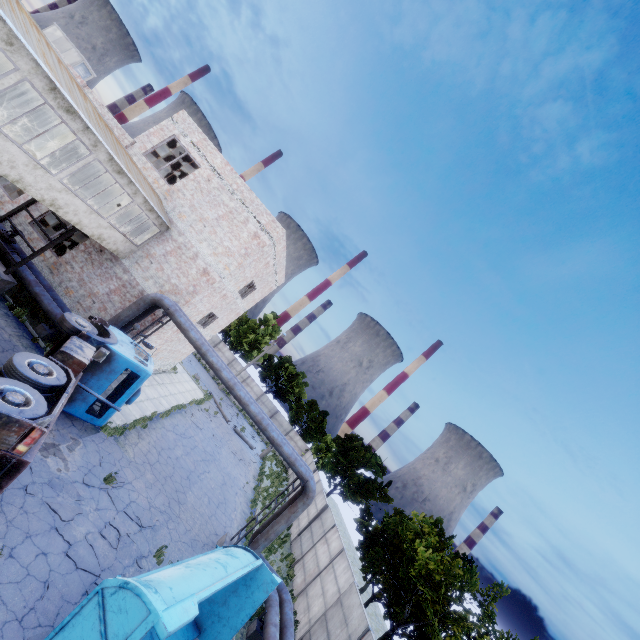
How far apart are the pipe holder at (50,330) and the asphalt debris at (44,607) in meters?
10.3

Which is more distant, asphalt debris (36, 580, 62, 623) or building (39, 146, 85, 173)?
building (39, 146, 85, 173)

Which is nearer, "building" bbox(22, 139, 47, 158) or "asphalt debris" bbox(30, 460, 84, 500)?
"asphalt debris" bbox(30, 460, 84, 500)

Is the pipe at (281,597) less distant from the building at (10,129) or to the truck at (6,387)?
A: the building at (10,129)

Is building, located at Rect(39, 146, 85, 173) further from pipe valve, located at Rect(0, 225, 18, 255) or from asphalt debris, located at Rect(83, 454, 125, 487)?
asphalt debris, located at Rect(83, 454, 125, 487)

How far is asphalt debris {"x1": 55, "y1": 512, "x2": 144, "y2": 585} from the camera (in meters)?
8.66

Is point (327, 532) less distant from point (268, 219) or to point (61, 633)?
point (61, 633)

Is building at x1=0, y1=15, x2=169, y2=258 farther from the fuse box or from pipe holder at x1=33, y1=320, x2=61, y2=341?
the fuse box
